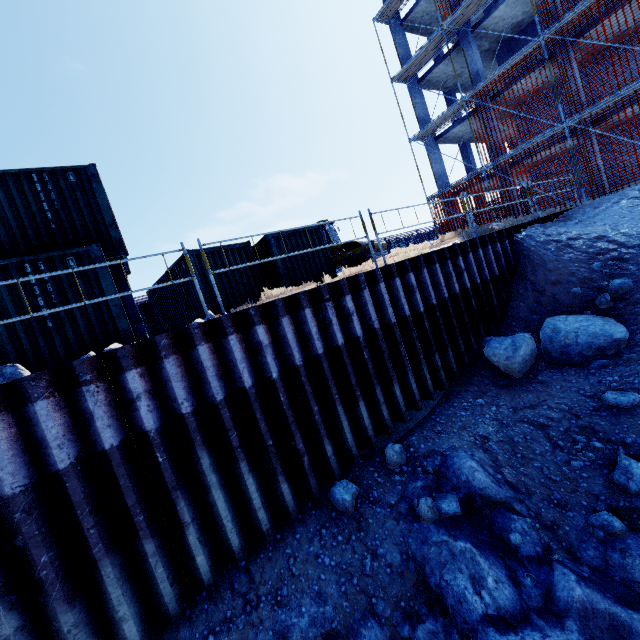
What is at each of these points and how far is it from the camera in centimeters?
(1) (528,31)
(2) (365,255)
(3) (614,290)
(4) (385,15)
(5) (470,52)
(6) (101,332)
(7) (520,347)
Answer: (1) concrete column, 1950cm
(2) asphalt roller, 1602cm
(3) compgrassrocksplants, 793cm
(4) scaffolding, 2086cm
(5) concrete column, 1867cm
(6) cargo container, 739cm
(7) compgrassrocksplants, 711cm

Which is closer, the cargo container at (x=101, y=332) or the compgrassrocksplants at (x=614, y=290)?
the cargo container at (x=101, y=332)

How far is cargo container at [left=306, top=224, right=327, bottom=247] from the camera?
12.67m

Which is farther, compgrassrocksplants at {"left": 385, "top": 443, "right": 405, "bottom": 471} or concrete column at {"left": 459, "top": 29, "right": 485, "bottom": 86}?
concrete column at {"left": 459, "top": 29, "right": 485, "bottom": 86}

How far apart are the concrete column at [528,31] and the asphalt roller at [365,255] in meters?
16.0

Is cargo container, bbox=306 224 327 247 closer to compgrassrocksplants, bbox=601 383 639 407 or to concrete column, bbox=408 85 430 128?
compgrassrocksplants, bbox=601 383 639 407

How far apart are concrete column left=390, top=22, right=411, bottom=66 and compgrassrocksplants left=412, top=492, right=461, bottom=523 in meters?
26.2 m

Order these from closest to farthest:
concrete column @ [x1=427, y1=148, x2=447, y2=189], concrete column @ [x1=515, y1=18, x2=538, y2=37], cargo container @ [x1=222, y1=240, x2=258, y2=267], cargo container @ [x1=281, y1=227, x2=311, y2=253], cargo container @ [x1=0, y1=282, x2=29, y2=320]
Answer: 1. cargo container @ [x1=0, y1=282, x2=29, y2=320]
2. cargo container @ [x1=222, y1=240, x2=258, y2=267]
3. cargo container @ [x1=281, y1=227, x2=311, y2=253]
4. concrete column @ [x1=515, y1=18, x2=538, y2=37]
5. concrete column @ [x1=427, y1=148, x2=447, y2=189]
